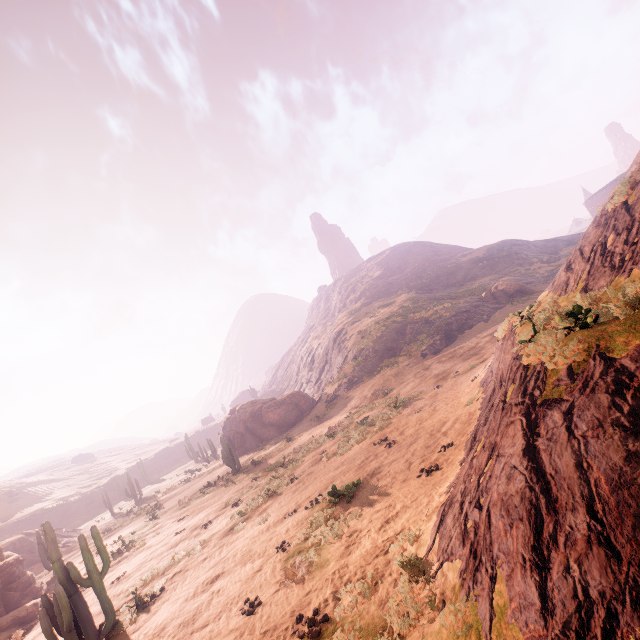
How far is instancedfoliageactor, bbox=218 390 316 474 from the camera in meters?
32.1 m

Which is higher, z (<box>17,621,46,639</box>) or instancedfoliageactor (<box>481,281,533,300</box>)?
instancedfoliageactor (<box>481,281,533,300</box>)

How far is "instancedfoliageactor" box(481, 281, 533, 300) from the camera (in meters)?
38.72

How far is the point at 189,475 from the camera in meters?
39.3 m

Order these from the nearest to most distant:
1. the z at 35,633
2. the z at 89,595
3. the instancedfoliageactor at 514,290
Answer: the z at 89,595
the z at 35,633
the instancedfoliageactor at 514,290

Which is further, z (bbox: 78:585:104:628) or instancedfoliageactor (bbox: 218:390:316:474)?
instancedfoliageactor (bbox: 218:390:316:474)

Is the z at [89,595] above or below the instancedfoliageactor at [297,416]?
below
